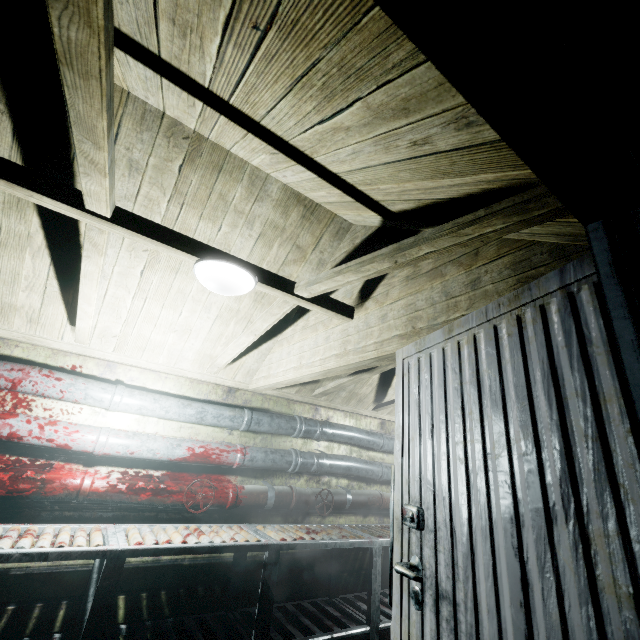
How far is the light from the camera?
1.6 meters

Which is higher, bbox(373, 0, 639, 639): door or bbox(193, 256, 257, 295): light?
bbox(193, 256, 257, 295): light

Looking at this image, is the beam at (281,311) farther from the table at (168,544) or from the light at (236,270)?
the table at (168,544)

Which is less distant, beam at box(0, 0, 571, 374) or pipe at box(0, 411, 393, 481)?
beam at box(0, 0, 571, 374)

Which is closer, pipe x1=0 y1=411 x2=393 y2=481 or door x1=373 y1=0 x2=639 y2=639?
door x1=373 y1=0 x2=639 y2=639

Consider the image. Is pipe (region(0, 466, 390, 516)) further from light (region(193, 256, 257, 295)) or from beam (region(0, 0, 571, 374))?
light (region(193, 256, 257, 295))

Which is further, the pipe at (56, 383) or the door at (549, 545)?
the pipe at (56, 383)

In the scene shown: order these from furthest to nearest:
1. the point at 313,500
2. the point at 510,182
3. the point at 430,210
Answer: the point at 313,500
the point at 430,210
the point at 510,182
